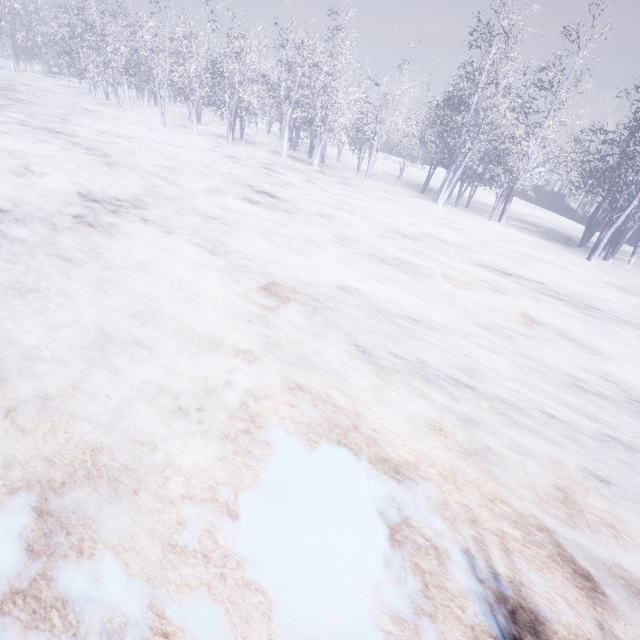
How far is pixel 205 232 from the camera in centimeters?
764cm
